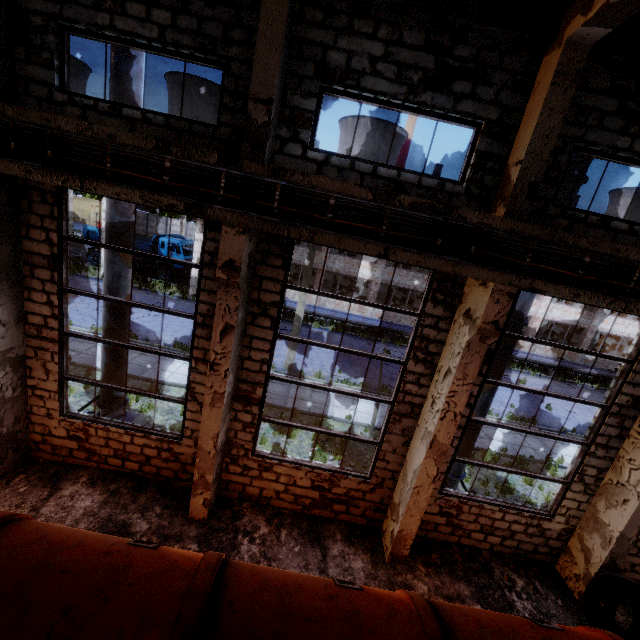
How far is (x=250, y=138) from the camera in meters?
5.2 m

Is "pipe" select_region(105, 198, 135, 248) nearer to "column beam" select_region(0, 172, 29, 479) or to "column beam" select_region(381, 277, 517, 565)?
"column beam" select_region(0, 172, 29, 479)

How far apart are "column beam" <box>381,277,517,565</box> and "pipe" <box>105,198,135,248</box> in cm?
730

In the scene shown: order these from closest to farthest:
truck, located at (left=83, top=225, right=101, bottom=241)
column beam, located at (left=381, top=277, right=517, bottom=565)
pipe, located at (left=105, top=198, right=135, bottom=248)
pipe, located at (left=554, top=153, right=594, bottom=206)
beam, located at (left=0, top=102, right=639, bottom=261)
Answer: beam, located at (left=0, top=102, right=639, bottom=261)
column beam, located at (left=381, top=277, right=517, bottom=565)
pipe, located at (left=554, top=153, right=594, bottom=206)
pipe, located at (left=105, top=198, right=135, bottom=248)
truck, located at (left=83, top=225, right=101, bottom=241)

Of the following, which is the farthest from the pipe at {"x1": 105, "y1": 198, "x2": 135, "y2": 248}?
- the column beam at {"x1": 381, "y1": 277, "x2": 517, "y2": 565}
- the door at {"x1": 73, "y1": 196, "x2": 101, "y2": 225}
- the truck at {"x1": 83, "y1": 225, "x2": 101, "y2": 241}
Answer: the door at {"x1": 73, "y1": 196, "x2": 101, "y2": 225}

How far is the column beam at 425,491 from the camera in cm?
541

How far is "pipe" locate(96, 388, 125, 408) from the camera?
8.3 meters

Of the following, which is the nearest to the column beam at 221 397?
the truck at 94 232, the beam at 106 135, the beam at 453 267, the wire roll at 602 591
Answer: the beam at 453 267
